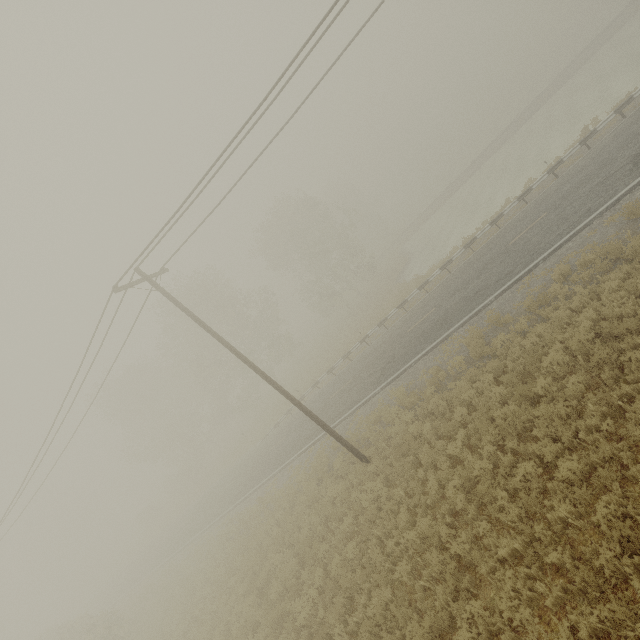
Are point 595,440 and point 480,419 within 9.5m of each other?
yes

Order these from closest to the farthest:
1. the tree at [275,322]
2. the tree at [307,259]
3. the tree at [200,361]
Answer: the tree at [275,322] → the tree at [200,361] → the tree at [307,259]

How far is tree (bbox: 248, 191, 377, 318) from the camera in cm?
3791

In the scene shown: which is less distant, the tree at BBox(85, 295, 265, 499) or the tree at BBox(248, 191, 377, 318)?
the tree at BBox(85, 295, 265, 499)

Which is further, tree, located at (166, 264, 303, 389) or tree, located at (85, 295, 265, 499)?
tree, located at (85, 295, 265, 499)

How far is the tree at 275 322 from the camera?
34.84m
